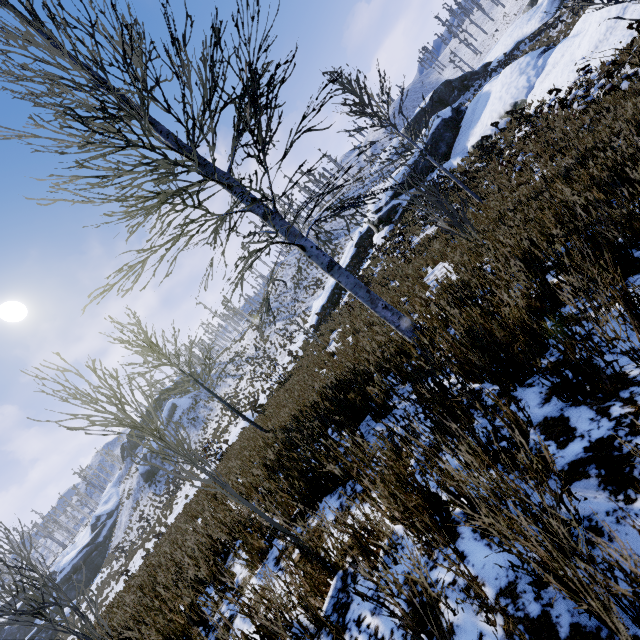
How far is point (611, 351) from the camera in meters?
1.8

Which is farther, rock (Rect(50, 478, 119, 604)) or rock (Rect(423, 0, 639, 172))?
rock (Rect(50, 478, 119, 604))

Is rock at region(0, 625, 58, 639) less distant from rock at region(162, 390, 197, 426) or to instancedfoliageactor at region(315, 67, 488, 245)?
rock at region(162, 390, 197, 426)

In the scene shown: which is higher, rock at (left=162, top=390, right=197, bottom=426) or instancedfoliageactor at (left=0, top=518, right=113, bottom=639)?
rock at (left=162, top=390, right=197, bottom=426)

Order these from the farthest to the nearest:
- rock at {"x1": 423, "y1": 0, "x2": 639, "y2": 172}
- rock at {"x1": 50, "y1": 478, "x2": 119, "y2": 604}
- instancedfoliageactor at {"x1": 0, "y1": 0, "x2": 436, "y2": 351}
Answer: rock at {"x1": 50, "y1": 478, "x2": 119, "y2": 604}
rock at {"x1": 423, "y1": 0, "x2": 639, "y2": 172}
instancedfoliageactor at {"x1": 0, "y1": 0, "x2": 436, "y2": 351}

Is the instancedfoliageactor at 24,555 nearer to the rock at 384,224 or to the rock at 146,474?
the rock at 384,224

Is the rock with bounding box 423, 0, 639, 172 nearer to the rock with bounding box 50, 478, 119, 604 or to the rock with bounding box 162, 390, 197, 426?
the rock with bounding box 50, 478, 119, 604

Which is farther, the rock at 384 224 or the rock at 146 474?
the rock at 146 474
